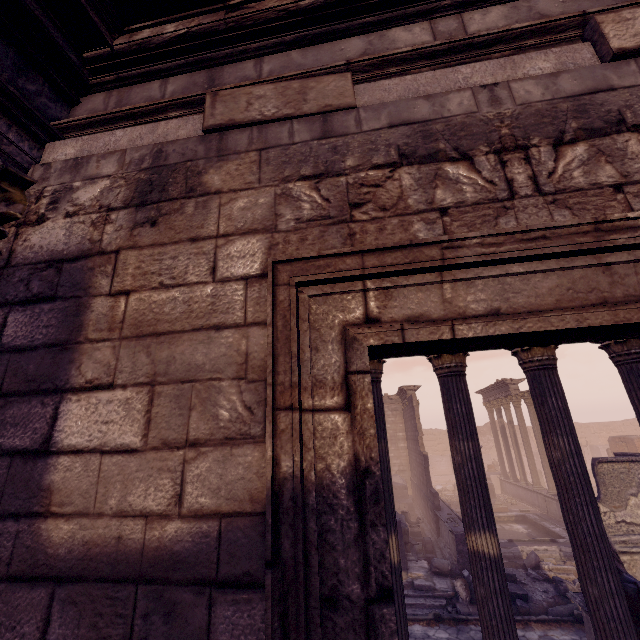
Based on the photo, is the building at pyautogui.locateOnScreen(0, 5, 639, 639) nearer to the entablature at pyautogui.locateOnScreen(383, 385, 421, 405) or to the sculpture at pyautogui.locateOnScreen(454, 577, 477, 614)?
the sculpture at pyautogui.locateOnScreen(454, 577, 477, 614)

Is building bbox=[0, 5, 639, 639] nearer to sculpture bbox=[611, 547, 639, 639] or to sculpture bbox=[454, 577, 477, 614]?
sculpture bbox=[611, 547, 639, 639]

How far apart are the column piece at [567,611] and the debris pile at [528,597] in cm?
0

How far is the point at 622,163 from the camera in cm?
136

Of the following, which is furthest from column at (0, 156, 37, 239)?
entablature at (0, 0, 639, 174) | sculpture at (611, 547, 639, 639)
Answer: sculpture at (611, 547, 639, 639)

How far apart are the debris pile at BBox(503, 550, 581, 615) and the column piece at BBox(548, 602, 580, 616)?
0.0 meters

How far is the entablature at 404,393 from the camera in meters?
21.8 m

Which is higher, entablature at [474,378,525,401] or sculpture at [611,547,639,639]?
entablature at [474,378,525,401]
